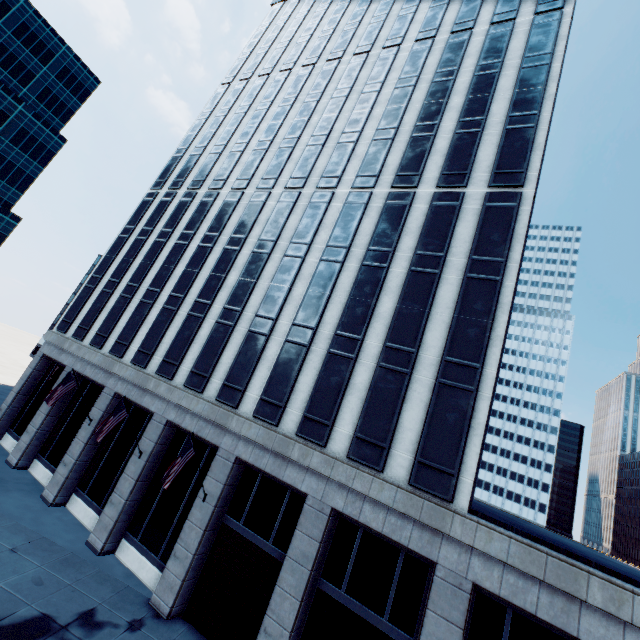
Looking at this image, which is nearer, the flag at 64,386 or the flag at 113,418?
the flag at 113,418

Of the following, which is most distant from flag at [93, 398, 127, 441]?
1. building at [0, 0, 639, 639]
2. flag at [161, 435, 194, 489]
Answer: flag at [161, 435, 194, 489]

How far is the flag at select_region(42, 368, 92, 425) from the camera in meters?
20.5 m

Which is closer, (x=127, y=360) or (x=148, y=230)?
(x=127, y=360)

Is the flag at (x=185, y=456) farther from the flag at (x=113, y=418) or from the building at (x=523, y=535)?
the flag at (x=113, y=418)

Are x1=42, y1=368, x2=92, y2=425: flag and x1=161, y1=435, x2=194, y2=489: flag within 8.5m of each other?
no

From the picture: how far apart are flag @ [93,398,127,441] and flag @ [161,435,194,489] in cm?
554

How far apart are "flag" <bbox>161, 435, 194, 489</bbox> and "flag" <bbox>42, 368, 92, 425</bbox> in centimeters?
1157cm
